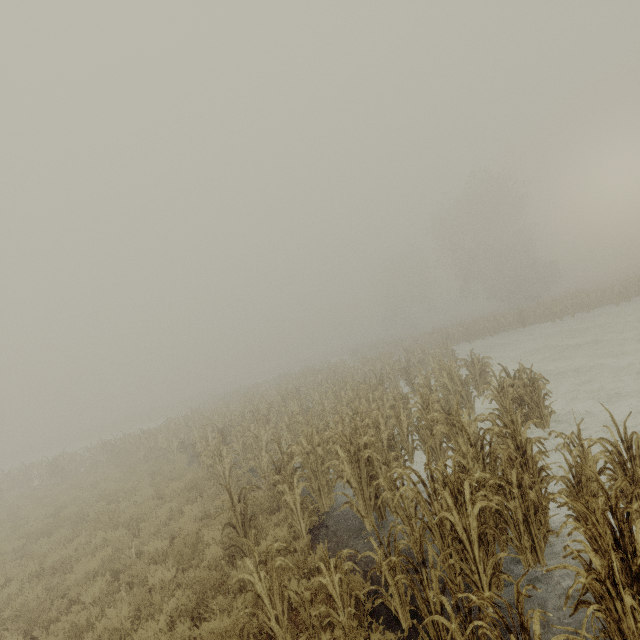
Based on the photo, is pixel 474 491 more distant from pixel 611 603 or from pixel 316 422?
pixel 316 422
